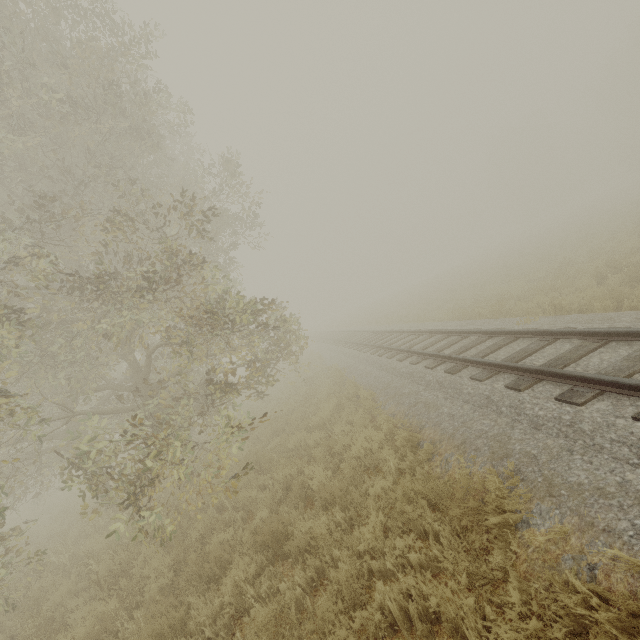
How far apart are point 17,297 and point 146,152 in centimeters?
491cm
